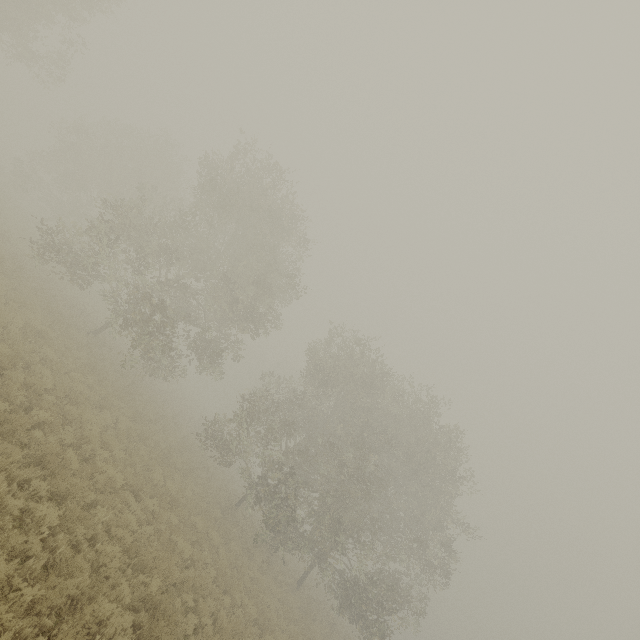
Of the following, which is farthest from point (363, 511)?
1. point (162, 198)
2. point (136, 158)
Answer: point (136, 158)
